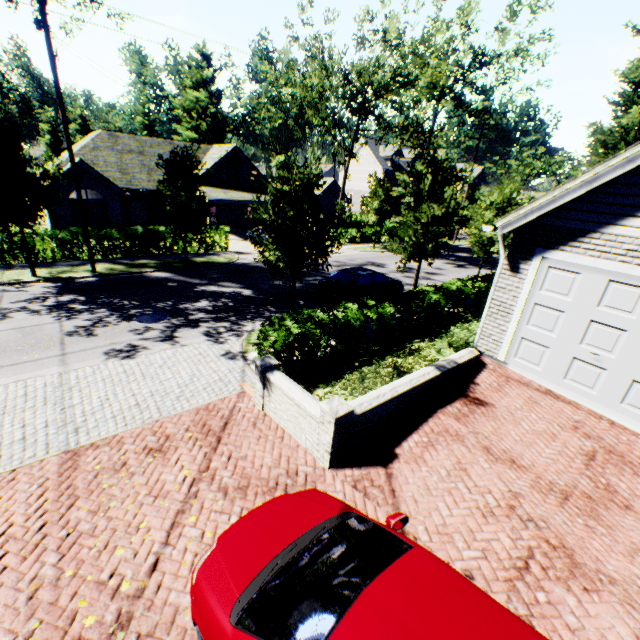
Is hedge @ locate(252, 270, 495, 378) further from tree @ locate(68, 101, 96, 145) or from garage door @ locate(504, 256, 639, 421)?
garage door @ locate(504, 256, 639, 421)

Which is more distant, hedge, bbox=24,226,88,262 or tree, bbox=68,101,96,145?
tree, bbox=68,101,96,145

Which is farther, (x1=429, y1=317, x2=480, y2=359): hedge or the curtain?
the curtain

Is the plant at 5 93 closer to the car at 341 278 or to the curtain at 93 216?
the curtain at 93 216

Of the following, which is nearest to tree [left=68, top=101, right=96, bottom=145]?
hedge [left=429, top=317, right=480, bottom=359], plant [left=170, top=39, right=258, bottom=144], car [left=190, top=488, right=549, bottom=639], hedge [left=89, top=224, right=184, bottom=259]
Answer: plant [left=170, top=39, right=258, bottom=144]

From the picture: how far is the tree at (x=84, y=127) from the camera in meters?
54.6 m

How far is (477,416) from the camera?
7.06m

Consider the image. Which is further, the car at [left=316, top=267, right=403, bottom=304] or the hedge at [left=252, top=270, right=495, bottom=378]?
the car at [left=316, top=267, right=403, bottom=304]
